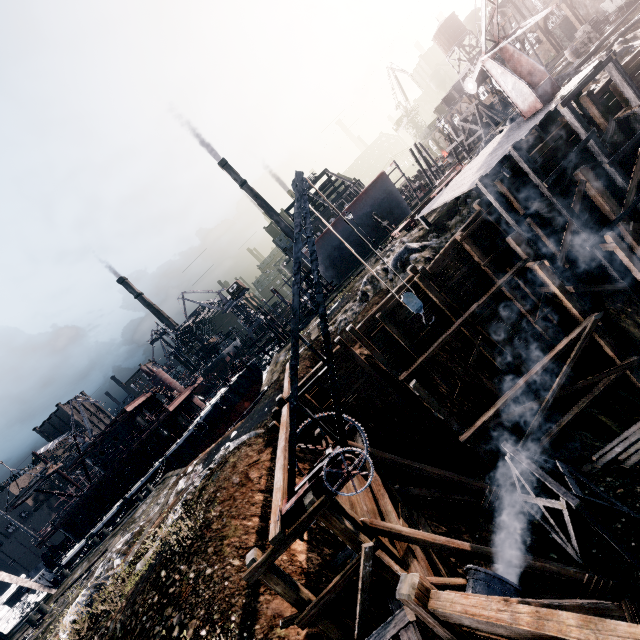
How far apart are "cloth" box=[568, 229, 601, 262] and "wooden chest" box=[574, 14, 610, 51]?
29.3m

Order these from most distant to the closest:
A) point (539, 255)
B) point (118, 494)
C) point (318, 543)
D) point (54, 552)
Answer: point (54, 552) < point (118, 494) < point (539, 255) < point (318, 543)

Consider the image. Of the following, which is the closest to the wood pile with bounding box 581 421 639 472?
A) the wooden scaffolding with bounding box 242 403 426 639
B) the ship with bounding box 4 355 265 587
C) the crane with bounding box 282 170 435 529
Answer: the wooden scaffolding with bounding box 242 403 426 639

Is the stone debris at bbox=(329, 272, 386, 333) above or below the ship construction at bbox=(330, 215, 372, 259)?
below

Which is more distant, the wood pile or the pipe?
the wood pile

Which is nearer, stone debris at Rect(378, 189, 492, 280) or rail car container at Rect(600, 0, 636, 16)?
stone debris at Rect(378, 189, 492, 280)

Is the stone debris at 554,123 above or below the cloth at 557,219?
above

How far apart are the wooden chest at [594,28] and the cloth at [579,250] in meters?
29.3 m
